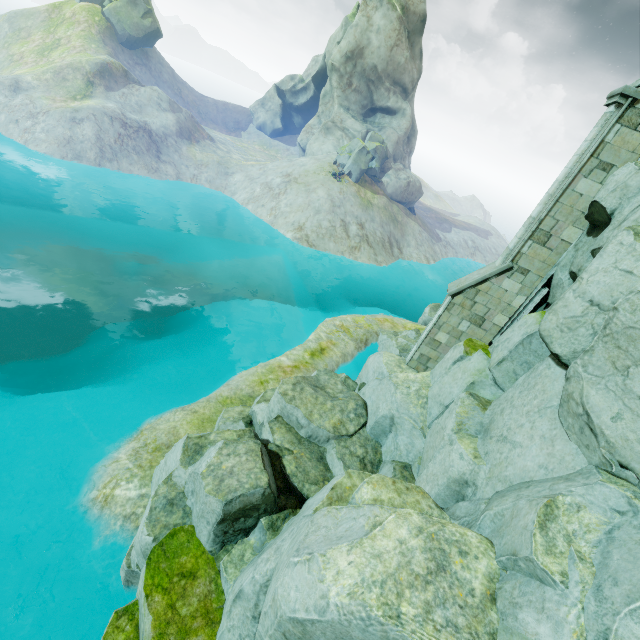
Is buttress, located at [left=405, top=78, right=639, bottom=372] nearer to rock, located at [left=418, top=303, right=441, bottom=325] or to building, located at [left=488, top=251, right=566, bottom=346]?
building, located at [left=488, top=251, right=566, bottom=346]

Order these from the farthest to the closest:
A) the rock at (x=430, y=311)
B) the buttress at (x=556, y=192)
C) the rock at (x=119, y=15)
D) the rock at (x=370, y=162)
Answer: the rock at (x=119, y=15) → the rock at (x=370, y=162) → the rock at (x=430, y=311) → the buttress at (x=556, y=192)

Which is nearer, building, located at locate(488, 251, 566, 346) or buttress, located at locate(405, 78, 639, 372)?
buttress, located at locate(405, 78, 639, 372)

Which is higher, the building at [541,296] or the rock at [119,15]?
the rock at [119,15]

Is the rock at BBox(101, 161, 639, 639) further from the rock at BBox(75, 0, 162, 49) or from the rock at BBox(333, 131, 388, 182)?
the rock at BBox(75, 0, 162, 49)

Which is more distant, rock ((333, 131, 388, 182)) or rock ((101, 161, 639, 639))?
rock ((333, 131, 388, 182))

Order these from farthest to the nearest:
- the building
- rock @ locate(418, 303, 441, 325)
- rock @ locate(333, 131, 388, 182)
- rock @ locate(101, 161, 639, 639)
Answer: rock @ locate(333, 131, 388, 182) < rock @ locate(418, 303, 441, 325) < the building < rock @ locate(101, 161, 639, 639)

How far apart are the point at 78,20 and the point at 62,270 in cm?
4141
